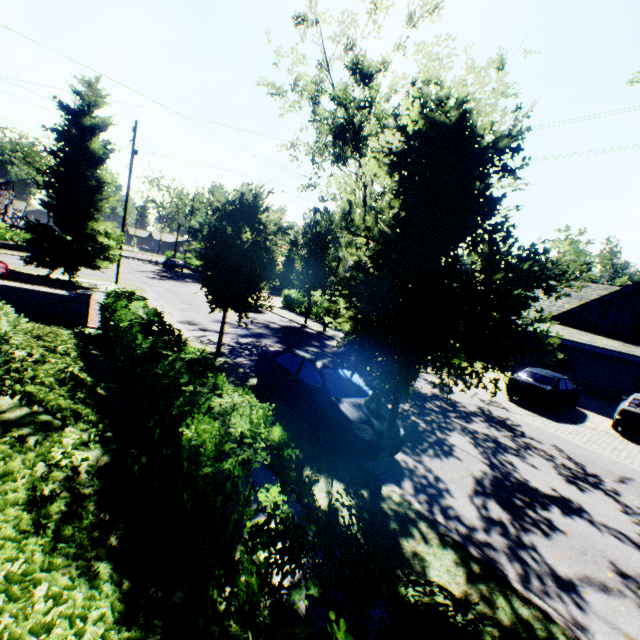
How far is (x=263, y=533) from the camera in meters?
2.6 m

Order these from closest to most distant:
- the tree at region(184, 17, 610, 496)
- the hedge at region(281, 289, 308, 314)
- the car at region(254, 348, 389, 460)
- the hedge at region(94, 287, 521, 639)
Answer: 1. the hedge at region(94, 287, 521, 639)
2. the tree at region(184, 17, 610, 496)
3. the car at region(254, 348, 389, 460)
4. the hedge at region(281, 289, 308, 314)

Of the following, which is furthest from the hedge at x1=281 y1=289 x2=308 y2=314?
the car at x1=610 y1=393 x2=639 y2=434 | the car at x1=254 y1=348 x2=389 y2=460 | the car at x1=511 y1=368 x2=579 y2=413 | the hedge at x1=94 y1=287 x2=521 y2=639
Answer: the hedge at x1=94 y1=287 x2=521 y2=639

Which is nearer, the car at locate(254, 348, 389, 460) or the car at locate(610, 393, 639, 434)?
the car at locate(254, 348, 389, 460)

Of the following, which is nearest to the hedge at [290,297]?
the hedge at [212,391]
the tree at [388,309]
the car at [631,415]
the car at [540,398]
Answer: the tree at [388,309]

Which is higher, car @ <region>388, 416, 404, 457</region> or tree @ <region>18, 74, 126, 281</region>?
tree @ <region>18, 74, 126, 281</region>

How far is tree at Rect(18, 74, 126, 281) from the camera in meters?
18.2 m

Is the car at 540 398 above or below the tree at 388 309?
below
